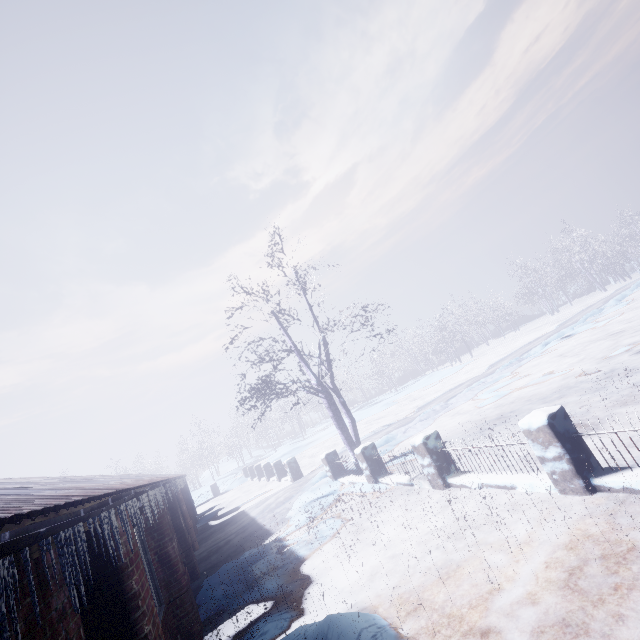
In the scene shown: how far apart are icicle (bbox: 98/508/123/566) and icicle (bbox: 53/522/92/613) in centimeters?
60cm

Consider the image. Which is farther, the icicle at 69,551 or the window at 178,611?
the window at 178,611

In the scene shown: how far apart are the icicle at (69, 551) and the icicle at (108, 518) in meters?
0.6

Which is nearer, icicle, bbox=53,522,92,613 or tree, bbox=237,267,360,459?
icicle, bbox=53,522,92,613

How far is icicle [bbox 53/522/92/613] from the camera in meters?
1.3 m

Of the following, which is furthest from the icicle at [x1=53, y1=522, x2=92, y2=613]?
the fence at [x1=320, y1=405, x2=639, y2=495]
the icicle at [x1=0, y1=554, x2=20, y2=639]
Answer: the fence at [x1=320, y1=405, x2=639, y2=495]

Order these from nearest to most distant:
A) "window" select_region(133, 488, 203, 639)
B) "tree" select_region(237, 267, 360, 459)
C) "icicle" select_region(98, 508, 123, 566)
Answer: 1. "icicle" select_region(98, 508, 123, 566)
2. "window" select_region(133, 488, 203, 639)
3. "tree" select_region(237, 267, 360, 459)

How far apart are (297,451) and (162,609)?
21.5 meters
